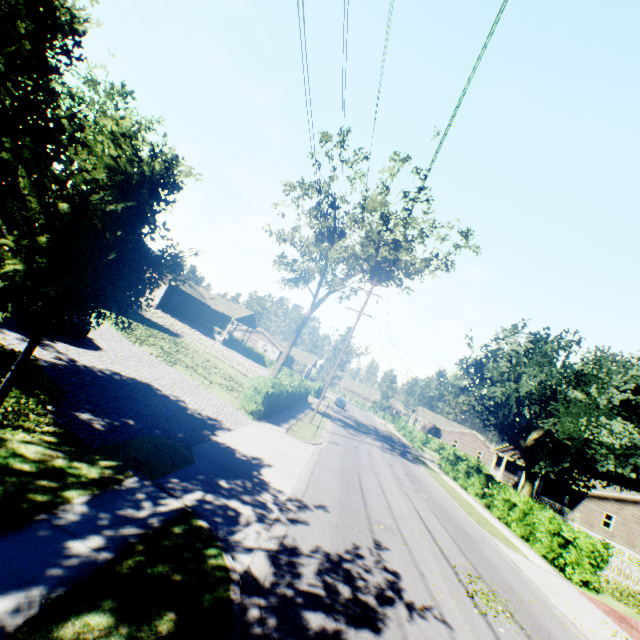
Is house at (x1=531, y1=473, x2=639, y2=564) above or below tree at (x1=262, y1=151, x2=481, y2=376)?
below

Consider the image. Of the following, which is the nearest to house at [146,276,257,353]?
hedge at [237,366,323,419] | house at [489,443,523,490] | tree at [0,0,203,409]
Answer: tree at [0,0,203,409]

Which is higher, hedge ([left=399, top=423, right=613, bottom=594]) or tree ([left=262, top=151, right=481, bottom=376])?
tree ([left=262, top=151, right=481, bottom=376])

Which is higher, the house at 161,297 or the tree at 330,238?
the tree at 330,238

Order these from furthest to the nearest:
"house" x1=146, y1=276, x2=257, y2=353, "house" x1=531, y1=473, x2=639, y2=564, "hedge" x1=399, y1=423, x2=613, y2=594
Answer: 1. "house" x1=146, y1=276, x2=257, y2=353
2. "house" x1=531, y1=473, x2=639, y2=564
3. "hedge" x1=399, y1=423, x2=613, y2=594

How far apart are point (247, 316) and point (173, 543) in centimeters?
4731cm

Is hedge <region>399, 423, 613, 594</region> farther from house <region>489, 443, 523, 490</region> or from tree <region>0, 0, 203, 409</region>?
house <region>489, 443, 523, 490</region>

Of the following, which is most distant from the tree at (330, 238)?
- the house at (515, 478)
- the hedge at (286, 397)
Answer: the house at (515, 478)
